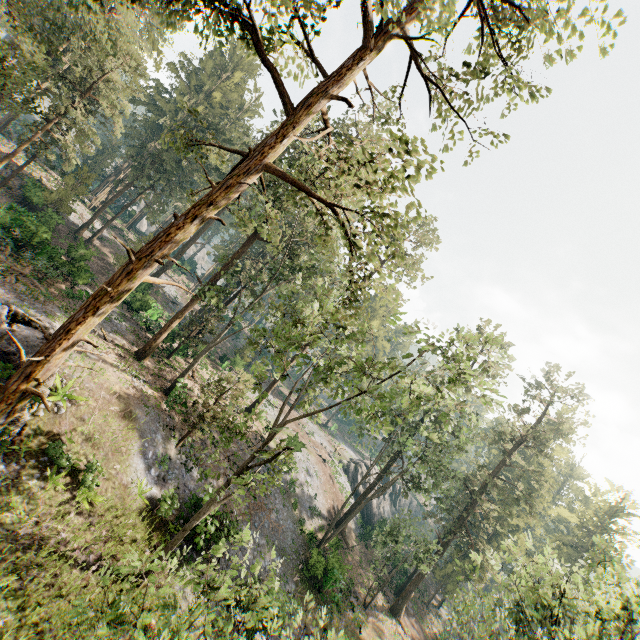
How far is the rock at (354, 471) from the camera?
50.00m

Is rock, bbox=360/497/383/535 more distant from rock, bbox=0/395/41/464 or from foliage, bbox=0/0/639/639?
rock, bbox=0/395/41/464

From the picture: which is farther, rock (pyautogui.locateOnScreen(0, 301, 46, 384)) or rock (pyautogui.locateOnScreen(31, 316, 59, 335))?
rock (pyautogui.locateOnScreen(31, 316, 59, 335))

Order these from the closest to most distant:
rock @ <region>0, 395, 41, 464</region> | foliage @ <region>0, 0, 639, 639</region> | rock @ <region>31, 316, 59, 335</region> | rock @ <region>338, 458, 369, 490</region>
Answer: foliage @ <region>0, 0, 639, 639</region> → rock @ <region>0, 395, 41, 464</region> → rock @ <region>31, 316, 59, 335</region> → rock @ <region>338, 458, 369, 490</region>

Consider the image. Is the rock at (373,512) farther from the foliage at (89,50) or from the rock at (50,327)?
the rock at (50,327)

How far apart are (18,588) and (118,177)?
50.7m
